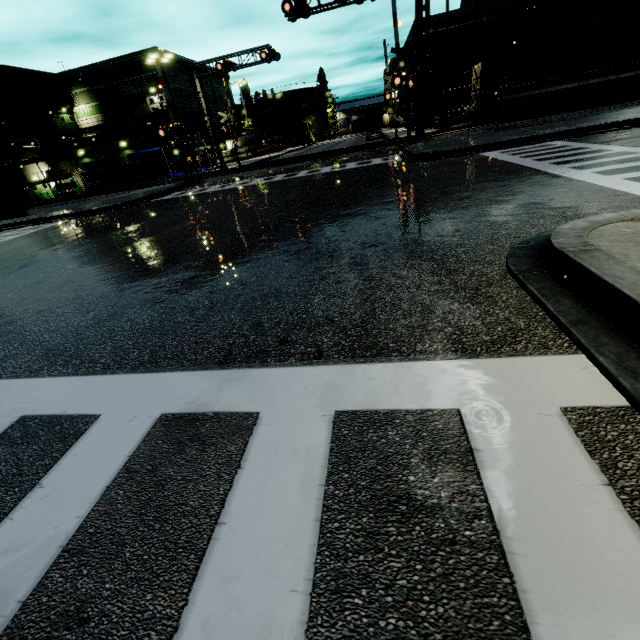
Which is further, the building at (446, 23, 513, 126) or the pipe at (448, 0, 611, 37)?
the building at (446, 23, 513, 126)

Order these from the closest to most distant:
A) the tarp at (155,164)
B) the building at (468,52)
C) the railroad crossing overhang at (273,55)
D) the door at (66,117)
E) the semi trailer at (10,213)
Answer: the semi trailer at (10,213) → the railroad crossing overhang at (273,55) → the tarp at (155,164) → the building at (468,52) → the door at (66,117)

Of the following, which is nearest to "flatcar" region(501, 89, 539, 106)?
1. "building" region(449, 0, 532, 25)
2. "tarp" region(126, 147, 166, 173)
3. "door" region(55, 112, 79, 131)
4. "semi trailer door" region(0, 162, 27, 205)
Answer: "building" region(449, 0, 532, 25)

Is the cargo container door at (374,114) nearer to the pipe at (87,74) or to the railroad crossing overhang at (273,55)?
the pipe at (87,74)

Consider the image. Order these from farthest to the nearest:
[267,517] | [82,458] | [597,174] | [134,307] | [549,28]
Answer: [549,28] → [597,174] → [134,307] → [82,458] → [267,517]

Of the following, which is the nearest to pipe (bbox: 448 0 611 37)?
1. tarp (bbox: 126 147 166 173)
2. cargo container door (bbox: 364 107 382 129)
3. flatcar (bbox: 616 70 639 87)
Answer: flatcar (bbox: 616 70 639 87)

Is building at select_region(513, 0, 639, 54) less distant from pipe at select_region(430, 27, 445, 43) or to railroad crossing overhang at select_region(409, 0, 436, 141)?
pipe at select_region(430, 27, 445, 43)

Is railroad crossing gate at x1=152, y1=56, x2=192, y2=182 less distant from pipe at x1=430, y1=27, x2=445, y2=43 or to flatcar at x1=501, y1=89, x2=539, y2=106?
flatcar at x1=501, y1=89, x2=539, y2=106
